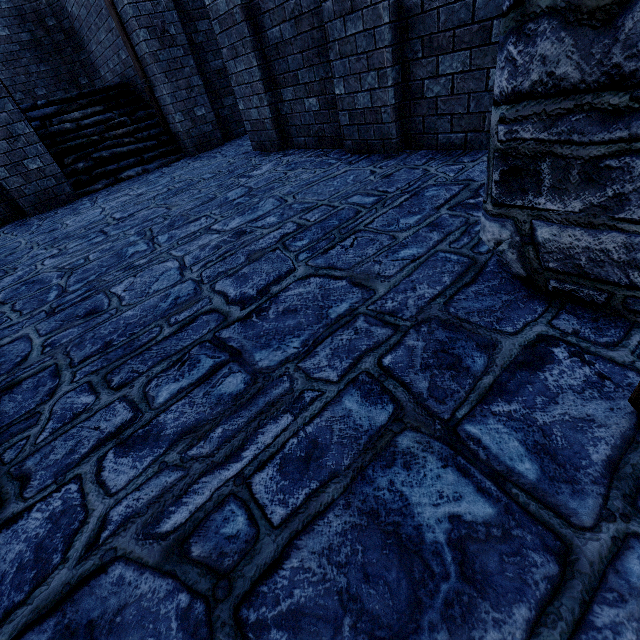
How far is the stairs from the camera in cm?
743

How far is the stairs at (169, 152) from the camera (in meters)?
7.43

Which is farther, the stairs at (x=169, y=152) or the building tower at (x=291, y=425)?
the stairs at (x=169, y=152)

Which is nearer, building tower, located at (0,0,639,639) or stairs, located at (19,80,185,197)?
building tower, located at (0,0,639,639)

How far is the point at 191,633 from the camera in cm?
94
